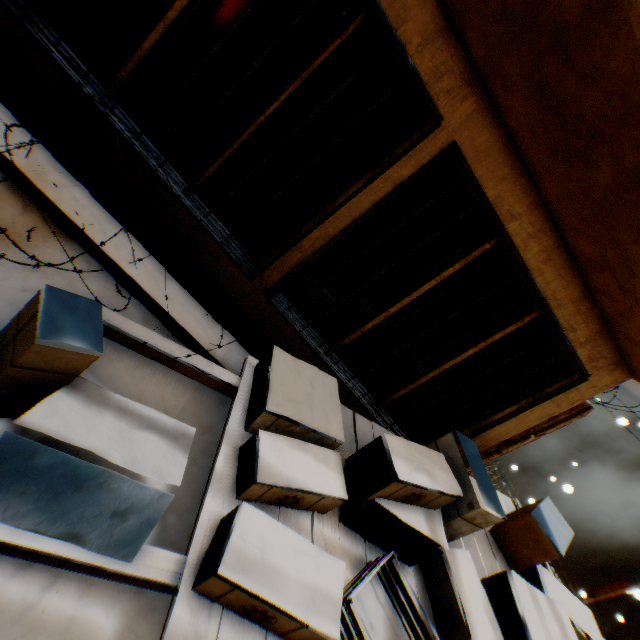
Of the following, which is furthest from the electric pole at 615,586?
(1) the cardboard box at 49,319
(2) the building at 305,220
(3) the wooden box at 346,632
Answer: (3) the wooden box at 346,632

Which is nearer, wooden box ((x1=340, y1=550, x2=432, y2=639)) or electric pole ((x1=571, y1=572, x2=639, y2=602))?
wooden box ((x1=340, y1=550, x2=432, y2=639))

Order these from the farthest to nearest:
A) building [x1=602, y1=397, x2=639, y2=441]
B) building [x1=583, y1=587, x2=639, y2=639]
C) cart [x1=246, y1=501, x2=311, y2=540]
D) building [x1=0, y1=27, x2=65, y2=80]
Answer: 1. building [x1=602, y1=397, x2=639, y2=441]
2. building [x1=583, y1=587, x2=639, y2=639]
3. building [x1=0, y1=27, x2=65, y2=80]
4. cart [x1=246, y1=501, x2=311, y2=540]

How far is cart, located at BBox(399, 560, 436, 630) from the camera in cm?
233

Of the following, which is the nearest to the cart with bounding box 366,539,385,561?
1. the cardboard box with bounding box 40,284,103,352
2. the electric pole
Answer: the cardboard box with bounding box 40,284,103,352

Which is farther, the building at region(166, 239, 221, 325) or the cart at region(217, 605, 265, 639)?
the building at region(166, 239, 221, 325)

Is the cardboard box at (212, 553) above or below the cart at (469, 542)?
below

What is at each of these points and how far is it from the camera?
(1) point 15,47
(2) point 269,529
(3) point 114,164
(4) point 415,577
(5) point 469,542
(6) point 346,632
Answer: (1) building, 2.8 meters
(2) cardboard box, 1.7 meters
(3) building, 3.1 meters
(4) cart, 2.5 meters
(5) cart, 3.2 meters
(6) wooden box, 1.8 meters
